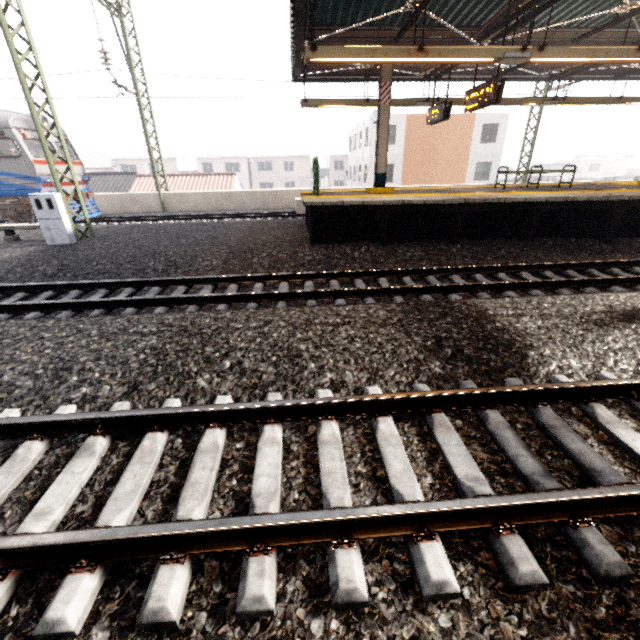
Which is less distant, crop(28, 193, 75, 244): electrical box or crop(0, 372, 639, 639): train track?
crop(0, 372, 639, 639): train track

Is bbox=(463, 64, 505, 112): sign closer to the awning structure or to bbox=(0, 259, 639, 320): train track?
the awning structure

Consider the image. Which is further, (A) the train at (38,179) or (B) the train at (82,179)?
(B) the train at (82,179)

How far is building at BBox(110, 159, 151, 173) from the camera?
48.0m

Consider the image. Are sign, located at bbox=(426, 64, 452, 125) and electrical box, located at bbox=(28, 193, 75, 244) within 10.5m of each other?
no

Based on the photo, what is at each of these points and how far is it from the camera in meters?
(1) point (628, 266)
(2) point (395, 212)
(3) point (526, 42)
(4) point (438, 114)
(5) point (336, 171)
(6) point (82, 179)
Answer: (1) train track, 6.9
(2) platform underside, 8.2
(3) awning structure, 6.8
(4) sign, 10.9
(5) building, 51.6
(6) train, 15.4

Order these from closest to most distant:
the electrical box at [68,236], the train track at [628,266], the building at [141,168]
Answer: the train track at [628,266] < the electrical box at [68,236] < the building at [141,168]

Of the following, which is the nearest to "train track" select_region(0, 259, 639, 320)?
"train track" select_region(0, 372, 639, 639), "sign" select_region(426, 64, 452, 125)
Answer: "train track" select_region(0, 372, 639, 639)
